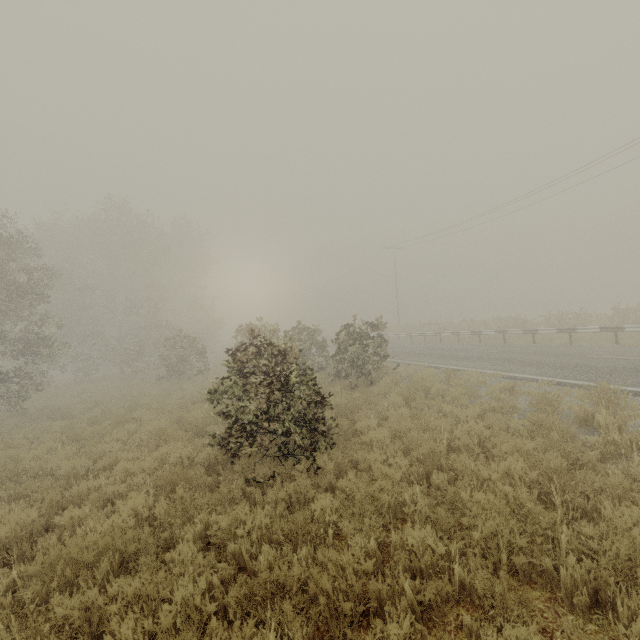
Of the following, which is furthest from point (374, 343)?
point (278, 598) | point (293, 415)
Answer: point (278, 598)
